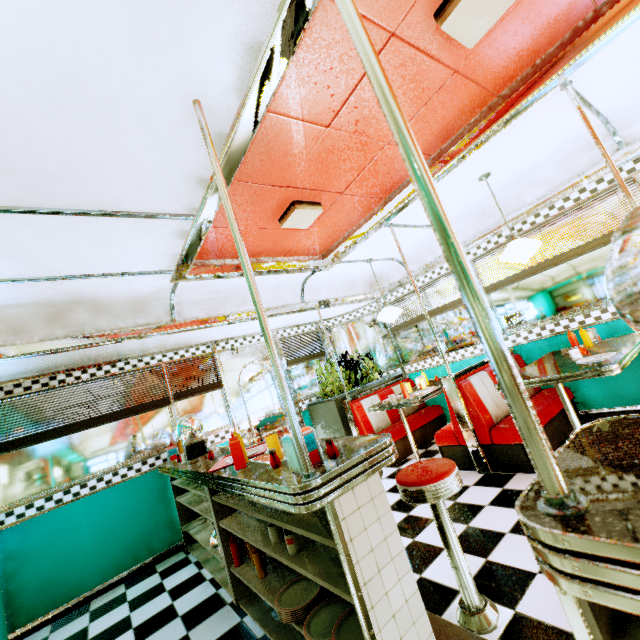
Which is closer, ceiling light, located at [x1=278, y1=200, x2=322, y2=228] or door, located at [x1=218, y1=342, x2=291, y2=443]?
ceiling light, located at [x1=278, y1=200, x2=322, y2=228]

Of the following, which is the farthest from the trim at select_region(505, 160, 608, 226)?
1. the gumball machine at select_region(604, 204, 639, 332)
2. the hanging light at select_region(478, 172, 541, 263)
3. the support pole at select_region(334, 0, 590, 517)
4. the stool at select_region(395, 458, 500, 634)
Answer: the stool at select_region(395, 458, 500, 634)

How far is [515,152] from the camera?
3.4m

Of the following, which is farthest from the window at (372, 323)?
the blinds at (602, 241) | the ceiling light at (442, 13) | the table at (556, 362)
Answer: the ceiling light at (442, 13)

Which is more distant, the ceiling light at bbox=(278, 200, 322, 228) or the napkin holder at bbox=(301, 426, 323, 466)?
the ceiling light at bbox=(278, 200, 322, 228)

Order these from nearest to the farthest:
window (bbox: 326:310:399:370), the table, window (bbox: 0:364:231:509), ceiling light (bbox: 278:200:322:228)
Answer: the table → ceiling light (bbox: 278:200:322:228) → window (bbox: 0:364:231:509) → window (bbox: 326:310:399:370)

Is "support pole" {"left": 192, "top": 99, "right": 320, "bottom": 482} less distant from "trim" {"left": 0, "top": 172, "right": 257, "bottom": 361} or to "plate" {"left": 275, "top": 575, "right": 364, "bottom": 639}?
"trim" {"left": 0, "top": 172, "right": 257, "bottom": 361}

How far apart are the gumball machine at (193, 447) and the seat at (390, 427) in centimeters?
249cm
